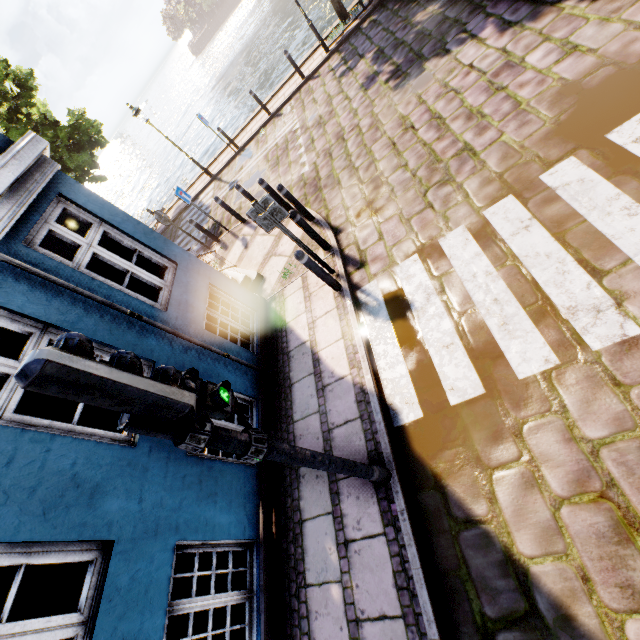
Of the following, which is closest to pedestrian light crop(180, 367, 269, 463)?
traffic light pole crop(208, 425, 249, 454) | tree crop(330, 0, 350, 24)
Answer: traffic light pole crop(208, 425, 249, 454)

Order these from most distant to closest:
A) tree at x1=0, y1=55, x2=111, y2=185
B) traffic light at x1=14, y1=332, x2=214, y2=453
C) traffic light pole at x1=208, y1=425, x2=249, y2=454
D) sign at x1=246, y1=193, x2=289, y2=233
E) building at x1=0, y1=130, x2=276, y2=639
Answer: tree at x1=0, y1=55, x2=111, y2=185 < sign at x1=246, y1=193, x2=289, y2=233 < building at x1=0, y1=130, x2=276, y2=639 < traffic light pole at x1=208, y1=425, x2=249, y2=454 < traffic light at x1=14, y1=332, x2=214, y2=453

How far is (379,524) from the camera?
3.58m

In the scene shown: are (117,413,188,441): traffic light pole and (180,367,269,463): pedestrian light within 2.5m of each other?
yes

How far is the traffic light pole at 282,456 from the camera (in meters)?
2.54

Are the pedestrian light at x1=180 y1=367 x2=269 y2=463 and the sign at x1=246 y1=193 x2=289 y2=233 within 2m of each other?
no

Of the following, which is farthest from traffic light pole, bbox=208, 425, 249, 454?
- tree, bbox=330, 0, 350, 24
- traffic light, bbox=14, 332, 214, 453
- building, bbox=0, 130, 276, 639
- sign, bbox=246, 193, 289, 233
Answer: tree, bbox=330, 0, 350, 24

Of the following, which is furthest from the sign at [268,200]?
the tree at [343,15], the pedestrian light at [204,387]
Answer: the tree at [343,15]
